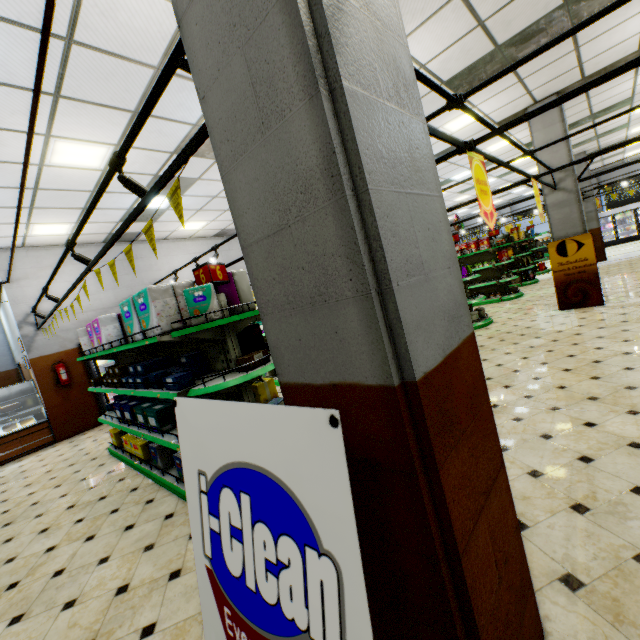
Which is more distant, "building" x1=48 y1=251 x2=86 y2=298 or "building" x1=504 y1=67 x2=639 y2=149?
"building" x1=48 y1=251 x2=86 y2=298

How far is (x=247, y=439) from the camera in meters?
0.9 m

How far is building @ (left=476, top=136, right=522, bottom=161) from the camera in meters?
9.7 m

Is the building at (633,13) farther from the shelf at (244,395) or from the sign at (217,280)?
the sign at (217,280)

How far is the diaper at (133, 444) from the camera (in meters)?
3.84

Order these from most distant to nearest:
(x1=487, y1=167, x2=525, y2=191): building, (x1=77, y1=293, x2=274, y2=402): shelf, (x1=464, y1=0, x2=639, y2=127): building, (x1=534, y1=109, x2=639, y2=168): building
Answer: (x1=487, y1=167, x2=525, y2=191): building < (x1=534, y1=109, x2=639, y2=168): building < (x1=464, y1=0, x2=639, y2=127): building < (x1=77, y1=293, x2=274, y2=402): shelf

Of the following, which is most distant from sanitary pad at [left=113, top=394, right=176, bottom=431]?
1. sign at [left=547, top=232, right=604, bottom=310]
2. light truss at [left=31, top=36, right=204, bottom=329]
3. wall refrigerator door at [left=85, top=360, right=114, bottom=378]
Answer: sign at [left=547, top=232, right=604, bottom=310]
